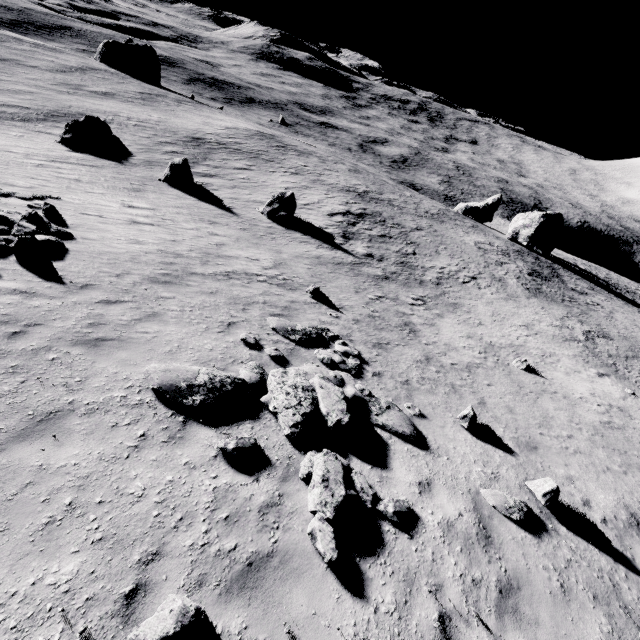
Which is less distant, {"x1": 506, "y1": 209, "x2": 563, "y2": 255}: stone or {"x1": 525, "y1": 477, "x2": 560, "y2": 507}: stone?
{"x1": 525, "y1": 477, "x2": 560, "y2": 507}: stone

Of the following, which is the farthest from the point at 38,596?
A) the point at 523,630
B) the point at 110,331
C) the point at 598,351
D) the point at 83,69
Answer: the point at 83,69

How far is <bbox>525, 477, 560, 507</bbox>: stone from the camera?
7.3m

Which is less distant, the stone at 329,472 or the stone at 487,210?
the stone at 329,472

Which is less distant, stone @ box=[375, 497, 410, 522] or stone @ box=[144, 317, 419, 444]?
stone @ box=[375, 497, 410, 522]

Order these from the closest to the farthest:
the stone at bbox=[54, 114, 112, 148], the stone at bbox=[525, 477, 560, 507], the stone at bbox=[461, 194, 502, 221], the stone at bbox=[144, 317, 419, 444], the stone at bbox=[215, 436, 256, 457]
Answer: the stone at bbox=[215, 436, 256, 457] < the stone at bbox=[144, 317, 419, 444] < the stone at bbox=[525, 477, 560, 507] < the stone at bbox=[54, 114, 112, 148] < the stone at bbox=[461, 194, 502, 221]

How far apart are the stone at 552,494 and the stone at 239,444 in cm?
664

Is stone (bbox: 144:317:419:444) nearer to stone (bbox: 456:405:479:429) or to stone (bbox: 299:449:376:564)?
stone (bbox: 299:449:376:564)
